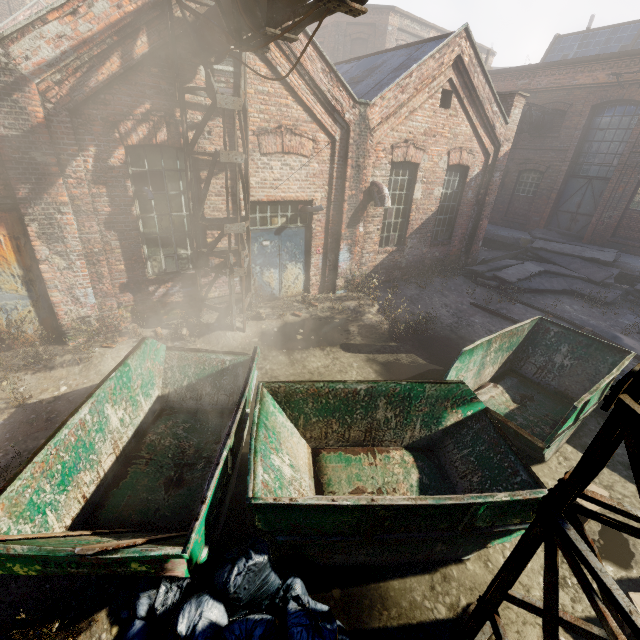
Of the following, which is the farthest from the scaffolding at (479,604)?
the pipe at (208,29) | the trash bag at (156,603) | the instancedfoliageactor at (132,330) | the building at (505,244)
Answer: the building at (505,244)

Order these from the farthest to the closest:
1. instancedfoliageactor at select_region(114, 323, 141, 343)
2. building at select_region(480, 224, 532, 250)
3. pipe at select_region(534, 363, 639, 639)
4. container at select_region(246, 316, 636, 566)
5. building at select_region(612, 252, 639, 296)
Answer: building at select_region(480, 224, 532, 250), building at select_region(612, 252, 639, 296), instancedfoliageactor at select_region(114, 323, 141, 343), container at select_region(246, 316, 636, 566), pipe at select_region(534, 363, 639, 639)

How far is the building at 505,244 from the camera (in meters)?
16.50

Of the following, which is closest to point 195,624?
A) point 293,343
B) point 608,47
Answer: point 293,343

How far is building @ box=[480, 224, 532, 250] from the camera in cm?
1650

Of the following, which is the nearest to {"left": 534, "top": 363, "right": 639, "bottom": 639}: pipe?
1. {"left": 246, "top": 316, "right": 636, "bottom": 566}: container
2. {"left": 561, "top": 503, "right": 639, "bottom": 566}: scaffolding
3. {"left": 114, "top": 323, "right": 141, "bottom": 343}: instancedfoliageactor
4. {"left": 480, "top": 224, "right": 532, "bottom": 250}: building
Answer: {"left": 561, "top": 503, "right": 639, "bottom": 566}: scaffolding

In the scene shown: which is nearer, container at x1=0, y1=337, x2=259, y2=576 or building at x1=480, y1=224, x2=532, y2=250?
container at x1=0, y1=337, x2=259, y2=576

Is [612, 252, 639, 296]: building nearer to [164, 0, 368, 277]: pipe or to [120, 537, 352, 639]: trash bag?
[164, 0, 368, 277]: pipe
